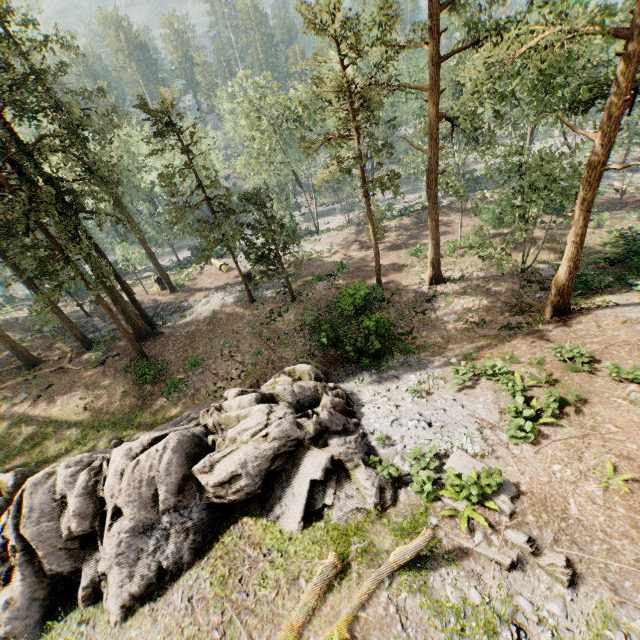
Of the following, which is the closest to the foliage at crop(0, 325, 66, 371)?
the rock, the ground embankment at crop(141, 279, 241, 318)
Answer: the ground embankment at crop(141, 279, 241, 318)

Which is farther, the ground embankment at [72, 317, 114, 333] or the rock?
the ground embankment at [72, 317, 114, 333]

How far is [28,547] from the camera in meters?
9.2 m

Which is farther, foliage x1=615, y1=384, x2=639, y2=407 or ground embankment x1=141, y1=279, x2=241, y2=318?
ground embankment x1=141, y1=279, x2=241, y2=318

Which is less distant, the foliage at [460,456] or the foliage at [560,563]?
the foliage at [560,563]

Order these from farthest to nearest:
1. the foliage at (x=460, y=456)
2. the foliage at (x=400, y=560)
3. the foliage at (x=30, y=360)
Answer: the foliage at (x=30, y=360) < the foliage at (x=460, y=456) < the foliage at (x=400, y=560)

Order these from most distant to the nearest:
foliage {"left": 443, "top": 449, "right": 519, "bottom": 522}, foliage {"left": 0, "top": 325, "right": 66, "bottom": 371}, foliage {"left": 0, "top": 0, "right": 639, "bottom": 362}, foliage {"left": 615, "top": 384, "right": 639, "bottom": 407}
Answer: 1. foliage {"left": 0, "top": 325, "right": 66, "bottom": 371}
2. foliage {"left": 0, "top": 0, "right": 639, "bottom": 362}
3. foliage {"left": 615, "top": 384, "right": 639, "bottom": 407}
4. foliage {"left": 443, "top": 449, "right": 519, "bottom": 522}

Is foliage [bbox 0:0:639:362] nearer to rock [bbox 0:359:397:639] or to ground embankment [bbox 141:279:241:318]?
ground embankment [bbox 141:279:241:318]
